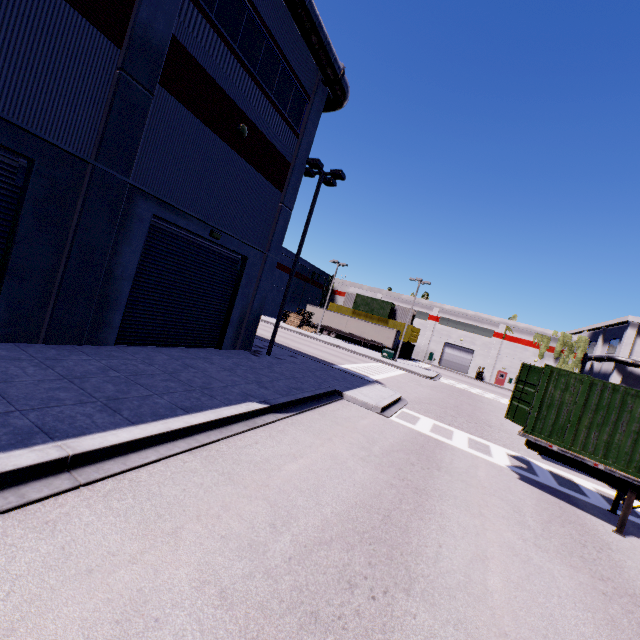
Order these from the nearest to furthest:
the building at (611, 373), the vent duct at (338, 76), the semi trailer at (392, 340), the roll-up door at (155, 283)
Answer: the roll-up door at (155, 283) < the vent duct at (338, 76) < the semi trailer at (392, 340) < the building at (611, 373)

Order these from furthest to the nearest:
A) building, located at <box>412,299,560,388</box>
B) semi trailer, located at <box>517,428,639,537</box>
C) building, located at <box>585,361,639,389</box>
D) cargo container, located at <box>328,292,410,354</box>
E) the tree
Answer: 1. building, located at <box>412,299,560,388</box>
2. cargo container, located at <box>328,292,410,354</box>
3. the tree
4. building, located at <box>585,361,639,389</box>
5. semi trailer, located at <box>517,428,639,537</box>

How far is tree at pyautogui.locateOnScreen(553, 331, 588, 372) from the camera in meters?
49.1

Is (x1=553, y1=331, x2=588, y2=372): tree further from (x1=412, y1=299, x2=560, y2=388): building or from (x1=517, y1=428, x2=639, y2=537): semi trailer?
(x1=517, y1=428, x2=639, y2=537): semi trailer

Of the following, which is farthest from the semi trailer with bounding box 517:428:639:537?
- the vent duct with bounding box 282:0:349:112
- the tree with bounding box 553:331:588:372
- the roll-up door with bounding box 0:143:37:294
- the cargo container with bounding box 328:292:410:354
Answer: the tree with bounding box 553:331:588:372

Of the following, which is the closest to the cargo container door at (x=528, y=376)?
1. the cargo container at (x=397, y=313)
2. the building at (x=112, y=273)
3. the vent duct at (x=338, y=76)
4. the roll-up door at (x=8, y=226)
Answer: the cargo container at (x=397, y=313)

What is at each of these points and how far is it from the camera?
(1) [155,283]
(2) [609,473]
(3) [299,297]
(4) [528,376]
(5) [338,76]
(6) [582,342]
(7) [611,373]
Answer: (1) roll-up door, 11.3 meters
(2) semi trailer, 8.5 meters
(3) building, 57.7 meters
(4) cargo container door, 10.0 meters
(5) vent duct, 14.7 meters
(6) tree, 49.2 meters
(7) building, 48.1 meters

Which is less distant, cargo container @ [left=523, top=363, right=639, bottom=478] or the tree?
cargo container @ [left=523, top=363, right=639, bottom=478]
